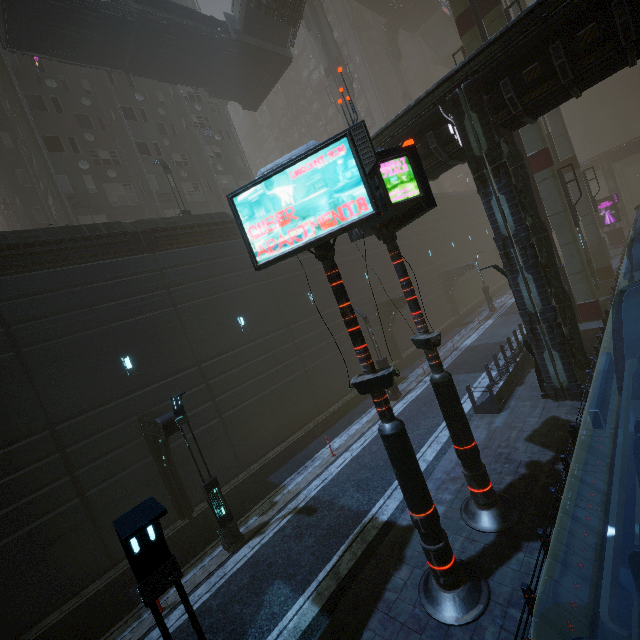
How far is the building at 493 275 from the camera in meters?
42.6 m

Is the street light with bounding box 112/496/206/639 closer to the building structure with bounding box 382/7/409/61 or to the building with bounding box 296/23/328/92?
the building with bounding box 296/23/328/92

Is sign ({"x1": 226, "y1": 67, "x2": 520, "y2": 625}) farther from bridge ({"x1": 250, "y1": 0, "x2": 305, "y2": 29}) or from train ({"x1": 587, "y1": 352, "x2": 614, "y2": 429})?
bridge ({"x1": 250, "y1": 0, "x2": 305, "y2": 29})

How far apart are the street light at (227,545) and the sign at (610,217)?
48.0m

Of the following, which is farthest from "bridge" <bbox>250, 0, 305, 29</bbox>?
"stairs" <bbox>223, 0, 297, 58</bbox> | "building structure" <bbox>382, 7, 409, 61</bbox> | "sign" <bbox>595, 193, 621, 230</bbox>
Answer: "sign" <bbox>595, 193, 621, 230</bbox>

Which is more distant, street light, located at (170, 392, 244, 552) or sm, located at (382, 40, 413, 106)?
sm, located at (382, 40, 413, 106)

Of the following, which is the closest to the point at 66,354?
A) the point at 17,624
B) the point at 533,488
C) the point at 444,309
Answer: the point at 17,624

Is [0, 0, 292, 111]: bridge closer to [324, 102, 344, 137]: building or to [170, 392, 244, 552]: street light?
[324, 102, 344, 137]: building
